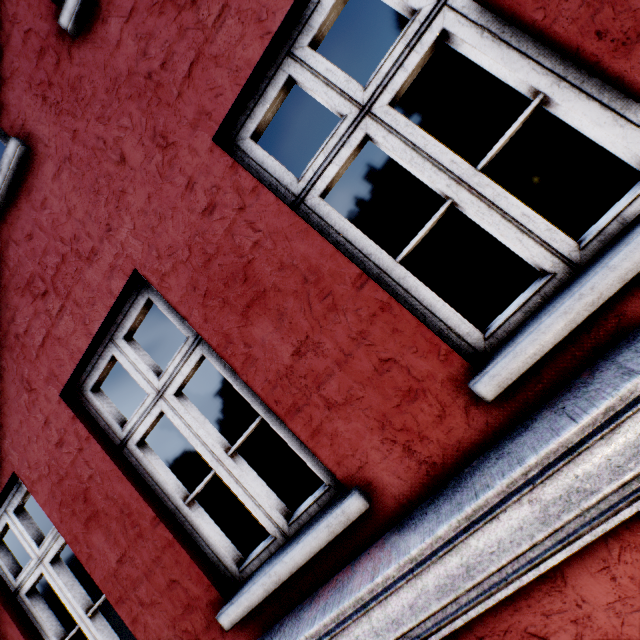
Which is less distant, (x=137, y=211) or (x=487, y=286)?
(x=137, y=211)
